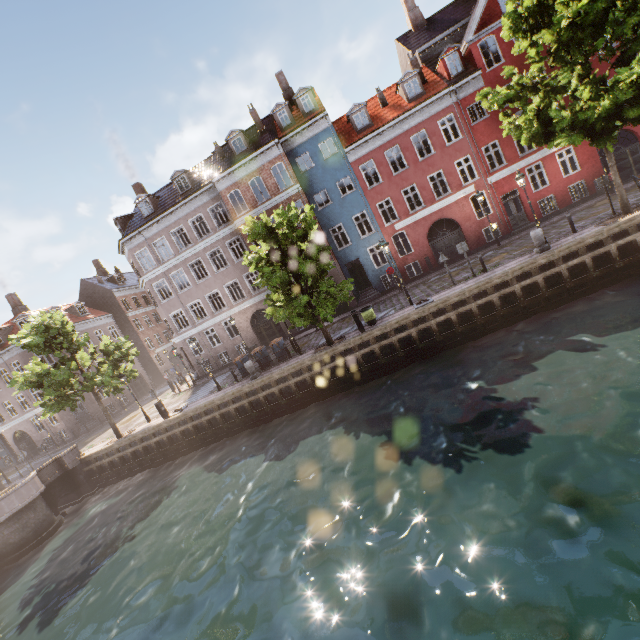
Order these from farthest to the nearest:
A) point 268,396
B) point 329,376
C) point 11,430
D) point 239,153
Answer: point 11,430 < point 239,153 < point 268,396 < point 329,376

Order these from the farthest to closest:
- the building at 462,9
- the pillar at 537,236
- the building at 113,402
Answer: the building at 113,402
the building at 462,9
the pillar at 537,236

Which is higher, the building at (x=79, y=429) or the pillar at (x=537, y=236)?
the building at (x=79, y=429)

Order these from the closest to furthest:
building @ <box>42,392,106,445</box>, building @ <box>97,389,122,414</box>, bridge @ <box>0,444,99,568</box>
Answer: bridge @ <box>0,444,99,568</box> → building @ <box>42,392,106,445</box> → building @ <box>97,389,122,414</box>

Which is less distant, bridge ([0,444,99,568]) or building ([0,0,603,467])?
bridge ([0,444,99,568])

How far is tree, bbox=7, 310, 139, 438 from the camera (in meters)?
18.88

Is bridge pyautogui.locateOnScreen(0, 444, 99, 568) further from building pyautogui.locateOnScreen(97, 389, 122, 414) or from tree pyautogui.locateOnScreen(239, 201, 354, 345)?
building pyautogui.locateOnScreen(97, 389, 122, 414)
